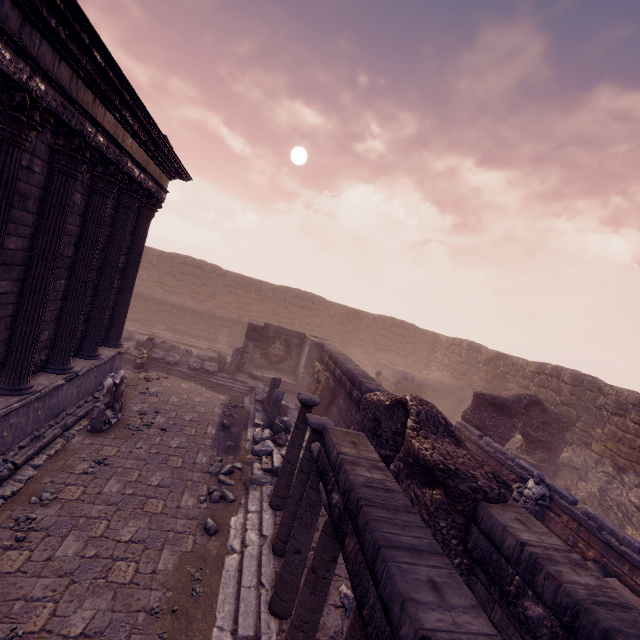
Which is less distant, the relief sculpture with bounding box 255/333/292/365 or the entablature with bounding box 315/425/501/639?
the entablature with bounding box 315/425/501/639

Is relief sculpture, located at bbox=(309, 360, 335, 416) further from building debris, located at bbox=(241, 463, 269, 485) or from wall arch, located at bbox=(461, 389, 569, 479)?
wall arch, located at bbox=(461, 389, 569, 479)

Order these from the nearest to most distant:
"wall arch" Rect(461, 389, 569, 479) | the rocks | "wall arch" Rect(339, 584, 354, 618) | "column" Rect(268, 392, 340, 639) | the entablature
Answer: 1. the entablature
2. "column" Rect(268, 392, 340, 639)
3. "wall arch" Rect(339, 584, 354, 618)
4. the rocks
5. "wall arch" Rect(461, 389, 569, 479)

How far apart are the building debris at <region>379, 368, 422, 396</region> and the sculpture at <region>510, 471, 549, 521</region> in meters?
10.1 m

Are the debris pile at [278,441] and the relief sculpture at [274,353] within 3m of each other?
no

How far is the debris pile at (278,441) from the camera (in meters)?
8.19

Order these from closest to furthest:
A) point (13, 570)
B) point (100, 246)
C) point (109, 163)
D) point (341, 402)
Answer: point (13, 570) → point (109, 163) → point (100, 246) → point (341, 402)

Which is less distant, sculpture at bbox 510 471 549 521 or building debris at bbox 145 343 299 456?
sculpture at bbox 510 471 549 521
